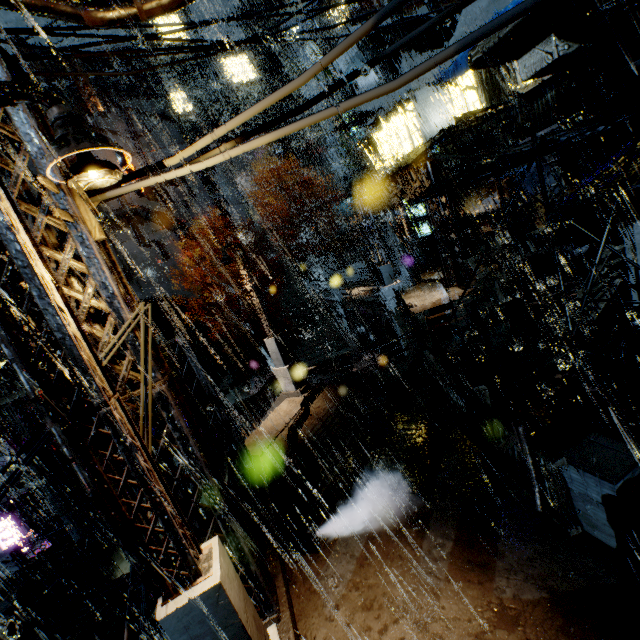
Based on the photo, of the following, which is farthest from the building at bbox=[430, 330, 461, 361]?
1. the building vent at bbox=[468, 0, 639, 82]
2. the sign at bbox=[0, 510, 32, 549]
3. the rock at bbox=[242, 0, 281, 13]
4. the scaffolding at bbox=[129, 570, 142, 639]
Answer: the sign at bbox=[0, 510, 32, 549]

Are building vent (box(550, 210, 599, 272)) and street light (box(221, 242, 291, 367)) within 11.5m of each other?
no

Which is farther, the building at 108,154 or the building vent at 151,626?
the building at 108,154

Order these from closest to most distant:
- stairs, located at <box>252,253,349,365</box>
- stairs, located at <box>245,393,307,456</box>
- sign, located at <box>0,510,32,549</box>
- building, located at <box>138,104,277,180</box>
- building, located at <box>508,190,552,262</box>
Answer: stairs, located at <box>245,393,307,456</box>, building, located at <box>508,190,552,262</box>, sign, located at <box>0,510,32,549</box>, stairs, located at <box>252,253,349,365</box>, building, located at <box>138,104,277,180</box>

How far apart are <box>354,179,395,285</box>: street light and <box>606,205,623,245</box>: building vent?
9.5m

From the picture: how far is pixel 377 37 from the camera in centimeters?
2248cm

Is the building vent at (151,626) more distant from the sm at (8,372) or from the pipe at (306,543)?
the sm at (8,372)

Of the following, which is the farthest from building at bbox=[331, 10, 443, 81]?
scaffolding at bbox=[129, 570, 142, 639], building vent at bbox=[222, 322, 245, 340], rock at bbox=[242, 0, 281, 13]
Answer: rock at bbox=[242, 0, 281, 13]
